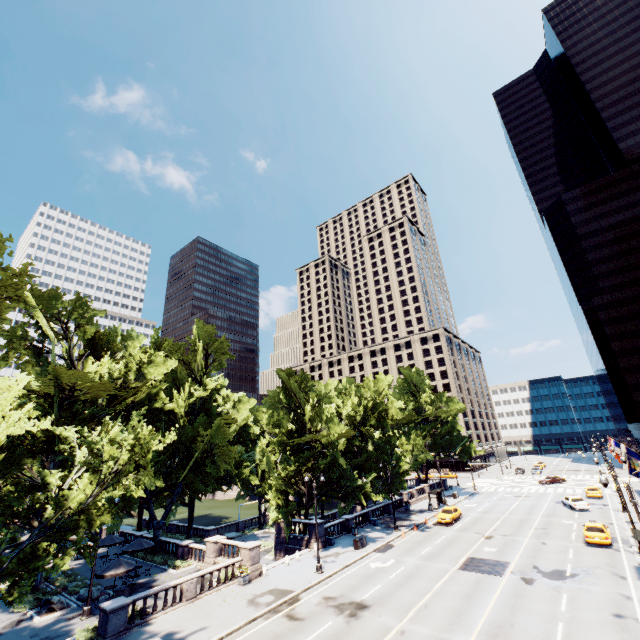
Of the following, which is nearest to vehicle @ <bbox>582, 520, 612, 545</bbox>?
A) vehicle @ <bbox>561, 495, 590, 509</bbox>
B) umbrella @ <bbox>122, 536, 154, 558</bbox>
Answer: vehicle @ <bbox>561, 495, 590, 509</bbox>

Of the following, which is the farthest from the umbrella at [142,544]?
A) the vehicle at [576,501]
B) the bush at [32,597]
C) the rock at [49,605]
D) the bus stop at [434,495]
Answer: the vehicle at [576,501]

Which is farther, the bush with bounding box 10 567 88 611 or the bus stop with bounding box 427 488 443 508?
the bus stop with bounding box 427 488 443 508

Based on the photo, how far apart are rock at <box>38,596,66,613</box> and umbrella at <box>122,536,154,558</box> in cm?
498

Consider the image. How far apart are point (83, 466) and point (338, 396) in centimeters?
4572cm

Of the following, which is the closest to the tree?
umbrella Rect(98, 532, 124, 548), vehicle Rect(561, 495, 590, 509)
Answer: umbrella Rect(98, 532, 124, 548)

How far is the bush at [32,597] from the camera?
24.03m

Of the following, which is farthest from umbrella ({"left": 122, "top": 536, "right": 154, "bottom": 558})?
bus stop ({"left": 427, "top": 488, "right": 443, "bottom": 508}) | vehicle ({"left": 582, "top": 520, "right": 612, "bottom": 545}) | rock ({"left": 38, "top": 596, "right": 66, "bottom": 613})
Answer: vehicle ({"left": 582, "top": 520, "right": 612, "bottom": 545})
